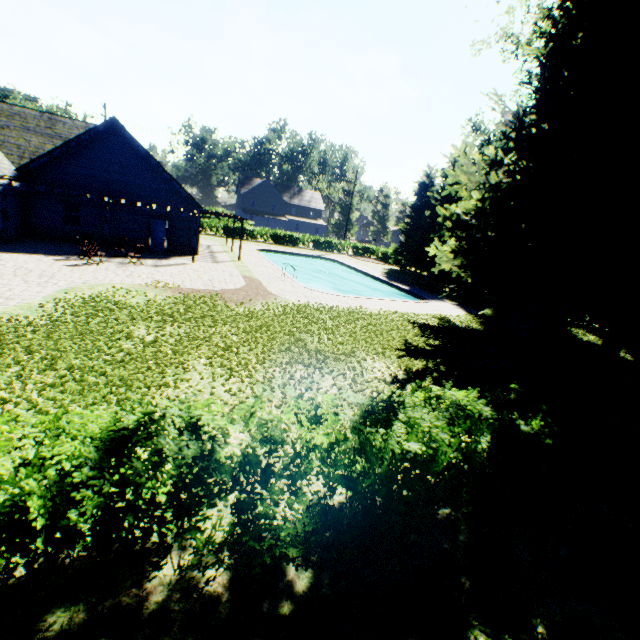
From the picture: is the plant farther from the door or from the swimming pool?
the door

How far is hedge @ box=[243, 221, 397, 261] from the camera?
43.12m

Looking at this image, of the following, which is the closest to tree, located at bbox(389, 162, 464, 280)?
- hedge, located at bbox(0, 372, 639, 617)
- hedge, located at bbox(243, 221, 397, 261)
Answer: hedge, located at bbox(243, 221, 397, 261)

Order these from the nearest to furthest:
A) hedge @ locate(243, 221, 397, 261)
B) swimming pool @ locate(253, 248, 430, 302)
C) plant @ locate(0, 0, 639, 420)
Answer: plant @ locate(0, 0, 639, 420), swimming pool @ locate(253, 248, 430, 302), hedge @ locate(243, 221, 397, 261)

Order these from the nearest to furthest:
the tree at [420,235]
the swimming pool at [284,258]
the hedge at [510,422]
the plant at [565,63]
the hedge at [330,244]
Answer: the hedge at [510,422] < the plant at [565,63] < the swimming pool at [284,258] < the tree at [420,235] < the hedge at [330,244]

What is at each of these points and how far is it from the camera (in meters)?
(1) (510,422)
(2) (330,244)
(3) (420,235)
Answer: (1) hedge, 4.73
(2) hedge, 47.19
(3) tree, 34.59

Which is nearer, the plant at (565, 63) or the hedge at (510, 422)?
the hedge at (510, 422)

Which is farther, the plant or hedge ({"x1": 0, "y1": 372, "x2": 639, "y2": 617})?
the plant
